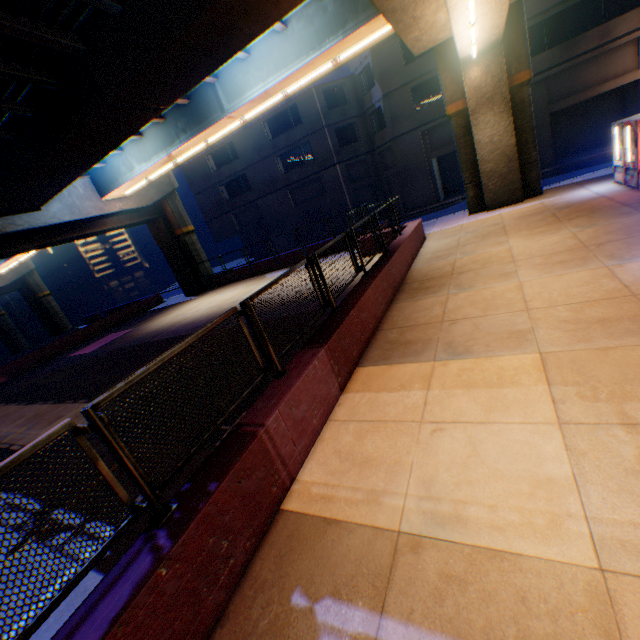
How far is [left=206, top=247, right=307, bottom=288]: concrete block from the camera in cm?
2119

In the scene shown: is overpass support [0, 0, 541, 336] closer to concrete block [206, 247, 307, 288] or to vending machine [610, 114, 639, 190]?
concrete block [206, 247, 307, 288]

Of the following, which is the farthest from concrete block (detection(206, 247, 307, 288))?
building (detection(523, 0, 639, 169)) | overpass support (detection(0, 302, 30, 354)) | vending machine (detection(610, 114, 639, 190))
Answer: overpass support (detection(0, 302, 30, 354))

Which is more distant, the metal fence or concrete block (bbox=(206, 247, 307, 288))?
concrete block (bbox=(206, 247, 307, 288))

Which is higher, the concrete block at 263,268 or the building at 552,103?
the building at 552,103

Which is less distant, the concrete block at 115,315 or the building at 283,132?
the concrete block at 115,315

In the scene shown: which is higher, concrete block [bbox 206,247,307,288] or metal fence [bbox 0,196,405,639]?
metal fence [bbox 0,196,405,639]

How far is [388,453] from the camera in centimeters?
404cm
